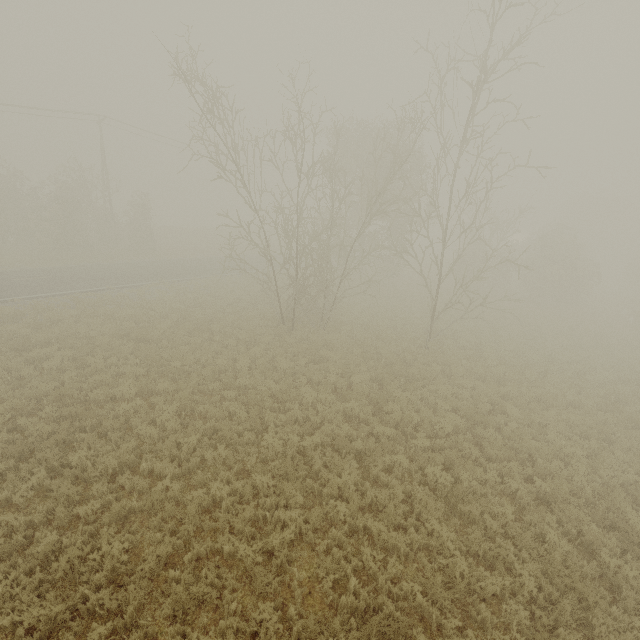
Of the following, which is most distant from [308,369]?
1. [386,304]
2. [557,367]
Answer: [557,367]
